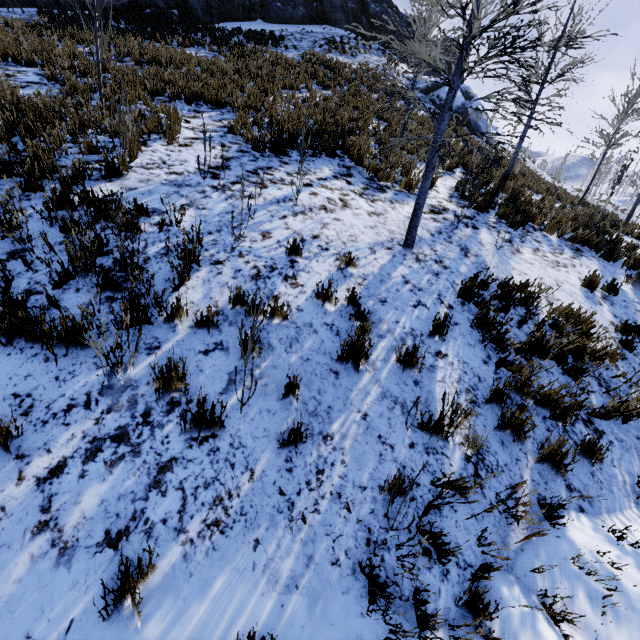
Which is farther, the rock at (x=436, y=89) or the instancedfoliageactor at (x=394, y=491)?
the rock at (x=436, y=89)

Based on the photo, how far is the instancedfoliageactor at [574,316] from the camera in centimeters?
545cm

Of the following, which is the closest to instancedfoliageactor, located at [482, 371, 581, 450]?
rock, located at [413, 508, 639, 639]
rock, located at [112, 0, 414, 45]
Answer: rock, located at [413, 508, 639, 639]

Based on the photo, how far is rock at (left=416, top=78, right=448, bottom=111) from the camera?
20.91m

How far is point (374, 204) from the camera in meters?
7.0

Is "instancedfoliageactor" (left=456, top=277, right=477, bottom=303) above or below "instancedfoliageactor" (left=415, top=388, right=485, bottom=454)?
above

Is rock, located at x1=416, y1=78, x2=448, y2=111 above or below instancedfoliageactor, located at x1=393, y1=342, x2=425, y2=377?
above

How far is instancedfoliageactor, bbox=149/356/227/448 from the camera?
2.74m
